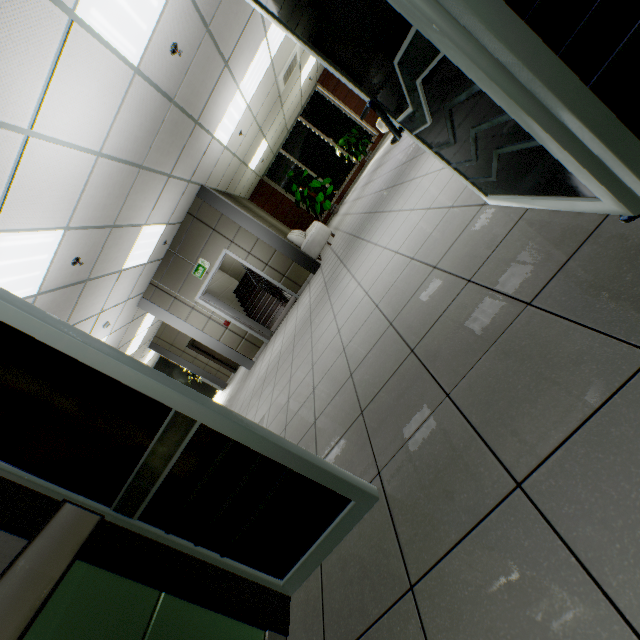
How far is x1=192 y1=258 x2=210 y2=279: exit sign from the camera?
7.8m

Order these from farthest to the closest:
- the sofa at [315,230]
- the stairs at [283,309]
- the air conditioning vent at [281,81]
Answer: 1. the stairs at [283,309]
2. the sofa at [315,230]
3. the air conditioning vent at [281,81]

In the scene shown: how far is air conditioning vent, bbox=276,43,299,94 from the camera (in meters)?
7.66

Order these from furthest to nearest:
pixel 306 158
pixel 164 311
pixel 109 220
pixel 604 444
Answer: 1. pixel 306 158
2. pixel 164 311
3. pixel 109 220
4. pixel 604 444

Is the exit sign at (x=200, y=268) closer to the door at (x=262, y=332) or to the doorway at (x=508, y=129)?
the door at (x=262, y=332)

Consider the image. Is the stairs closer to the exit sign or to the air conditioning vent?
the exit sign

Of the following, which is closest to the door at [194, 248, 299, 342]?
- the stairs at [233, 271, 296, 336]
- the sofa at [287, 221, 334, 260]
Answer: the stairs at [233, 271, 296, 336]

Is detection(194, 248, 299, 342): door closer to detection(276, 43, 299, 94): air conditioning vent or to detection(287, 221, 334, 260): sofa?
detection(287, 221, 334, 260): sofa
